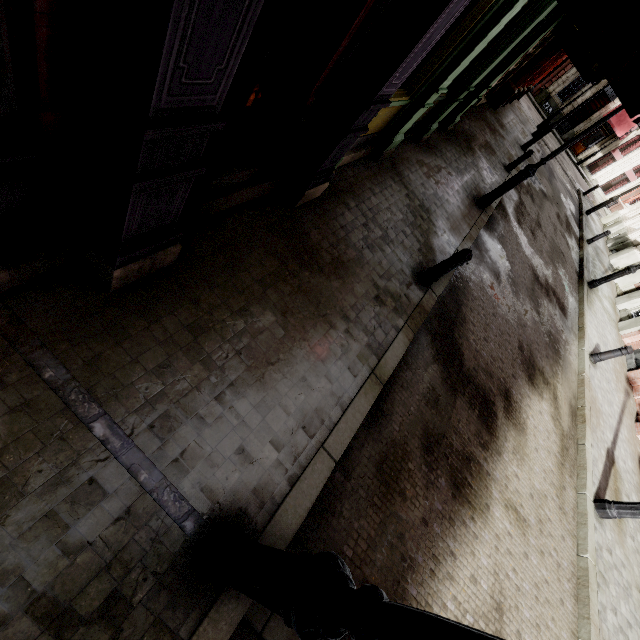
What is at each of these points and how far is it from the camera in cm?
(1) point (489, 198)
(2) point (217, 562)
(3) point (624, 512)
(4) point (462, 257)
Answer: (1) street light, 886
(2) street light, 217
(3) street light, 598
(4) post, 518

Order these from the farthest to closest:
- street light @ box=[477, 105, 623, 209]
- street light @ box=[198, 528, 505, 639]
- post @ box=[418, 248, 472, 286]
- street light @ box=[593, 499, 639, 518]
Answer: street light @ box=[477, 105, 623, 209] → street light @ box=[593, 499, 639, 518] → post @ box=[418, 248, 472, 286] → street light @ box=[198, 528, 505, 639]

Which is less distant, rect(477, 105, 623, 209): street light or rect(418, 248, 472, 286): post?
rect(418, 248, 472, 286): post

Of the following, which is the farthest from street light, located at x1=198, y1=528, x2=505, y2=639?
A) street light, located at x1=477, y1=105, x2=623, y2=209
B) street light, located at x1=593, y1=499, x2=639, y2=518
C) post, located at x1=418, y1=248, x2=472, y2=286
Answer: street light, located at x1=477, y1=105, x2=623, y2=209

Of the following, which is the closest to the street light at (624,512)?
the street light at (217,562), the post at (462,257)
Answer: the post at (462,257)

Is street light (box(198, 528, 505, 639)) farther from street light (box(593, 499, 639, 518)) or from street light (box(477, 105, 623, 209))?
street light (box(477, 105, 623, 209))

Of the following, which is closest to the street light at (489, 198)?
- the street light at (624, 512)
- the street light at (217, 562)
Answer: the street light at (624, 512)
